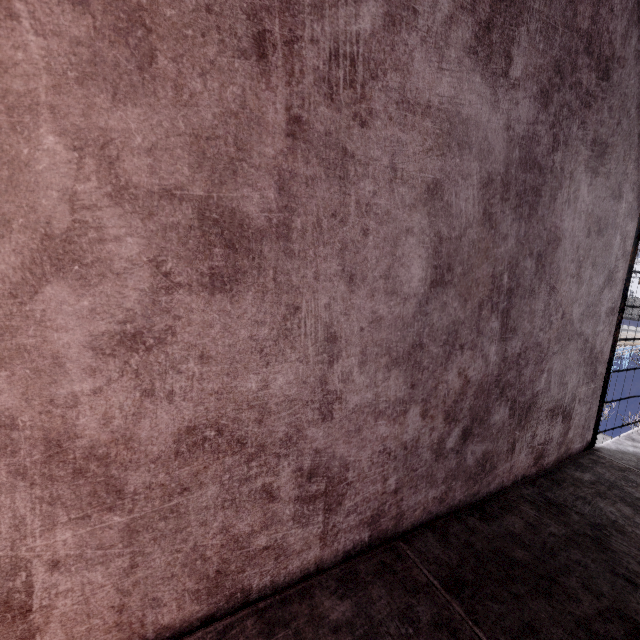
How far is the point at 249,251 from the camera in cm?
104
